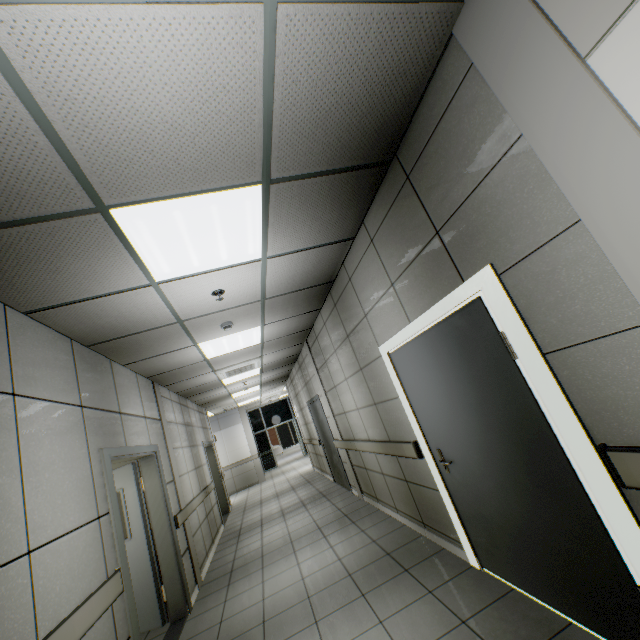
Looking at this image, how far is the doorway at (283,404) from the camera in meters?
17.0 m

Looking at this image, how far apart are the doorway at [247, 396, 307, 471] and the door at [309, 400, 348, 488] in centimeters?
953cm

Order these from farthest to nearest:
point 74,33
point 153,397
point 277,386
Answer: point 277,386, point 153,397, point 74,33

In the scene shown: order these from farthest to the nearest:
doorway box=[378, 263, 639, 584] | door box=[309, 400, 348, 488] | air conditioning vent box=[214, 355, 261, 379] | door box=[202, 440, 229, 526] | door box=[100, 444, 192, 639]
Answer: door box=[202, 440, 229, 526], door box=[309, 400, 348, 488], air conditioning vent box=[214, 355, 261, 379], door box=[100, 444, 192, 639], doorway box=[378, 263, 639, 584]

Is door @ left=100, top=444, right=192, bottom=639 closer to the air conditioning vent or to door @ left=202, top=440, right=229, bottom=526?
the air conditioning vent

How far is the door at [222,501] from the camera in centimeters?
848cm

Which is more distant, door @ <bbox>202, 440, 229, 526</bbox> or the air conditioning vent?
door @ <bbox>202, 440, 229, 526</bbox>

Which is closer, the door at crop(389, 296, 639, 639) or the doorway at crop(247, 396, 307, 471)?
the door at crop(389, 296, 639, 639)
